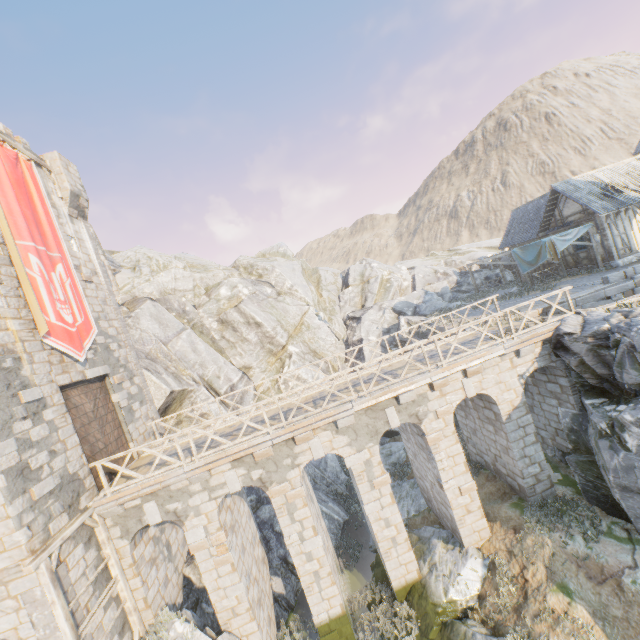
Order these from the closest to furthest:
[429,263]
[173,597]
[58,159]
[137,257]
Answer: [173,597] → [58,159] → [137,257] → [429,263]

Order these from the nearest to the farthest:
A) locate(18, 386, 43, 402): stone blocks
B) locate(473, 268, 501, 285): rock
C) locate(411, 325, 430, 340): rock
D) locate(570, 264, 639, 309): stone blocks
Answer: locate(18, 386, 43, 402): stone blocks < locate(570, 264, 639, 309): stone blocks < locate(411, 325, 430, 340): rock < locate(473, 268, 501, 285): rock

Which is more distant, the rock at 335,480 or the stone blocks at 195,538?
the rock at 335,480

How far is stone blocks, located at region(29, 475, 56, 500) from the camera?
8.65m

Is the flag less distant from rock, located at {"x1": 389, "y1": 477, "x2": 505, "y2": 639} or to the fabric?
rock, located at {"x1": 389, "y1": 477, "x2": 505, "y2": 639}

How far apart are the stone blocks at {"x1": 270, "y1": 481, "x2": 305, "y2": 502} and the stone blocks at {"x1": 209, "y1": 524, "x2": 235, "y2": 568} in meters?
2.0

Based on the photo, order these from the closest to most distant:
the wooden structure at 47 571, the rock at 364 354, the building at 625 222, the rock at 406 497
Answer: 1. the wooden structure at 47 571
2. the rock at 406 497
3. the building at 625 222
4. the rock at 364 354

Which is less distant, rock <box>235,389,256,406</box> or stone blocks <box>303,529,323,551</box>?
stone blocks <box>303,529,323,551</box>
